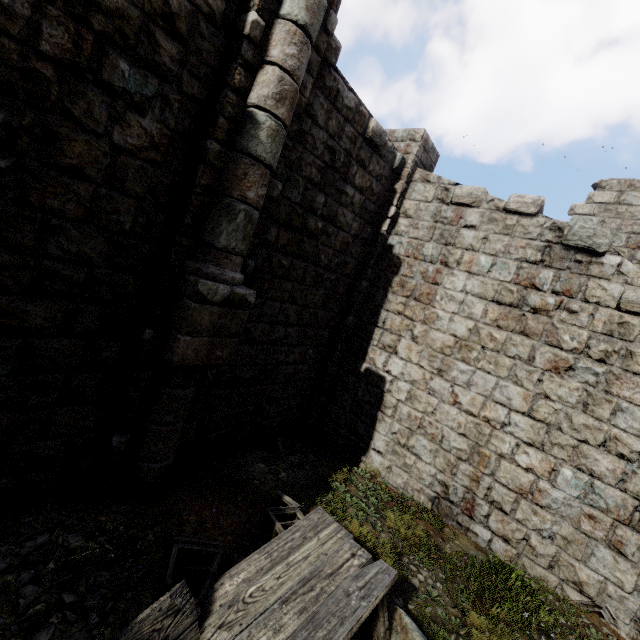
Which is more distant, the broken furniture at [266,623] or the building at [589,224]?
the building at [589,224]

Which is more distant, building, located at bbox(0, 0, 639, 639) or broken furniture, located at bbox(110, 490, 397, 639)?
building, located at bbox(0, 0, 639, 639)

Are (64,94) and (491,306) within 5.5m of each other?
no
